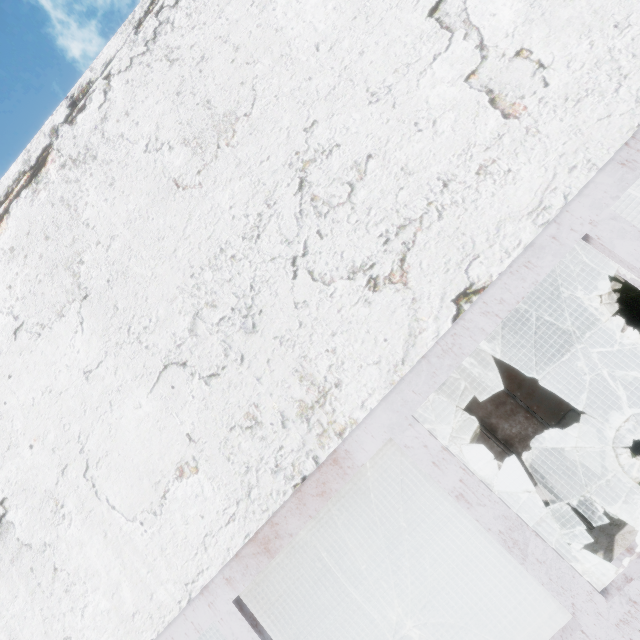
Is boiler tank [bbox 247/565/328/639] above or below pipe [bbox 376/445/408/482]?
above

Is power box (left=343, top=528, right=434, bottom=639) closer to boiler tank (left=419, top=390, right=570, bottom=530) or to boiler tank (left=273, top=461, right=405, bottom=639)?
boiler tank (left=273, top=461, right=405, bottom=639)

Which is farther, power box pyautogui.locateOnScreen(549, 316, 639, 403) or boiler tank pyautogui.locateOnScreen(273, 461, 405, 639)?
boiler tank pyautogui.locateOnScreen(273, 461, 405, 639)

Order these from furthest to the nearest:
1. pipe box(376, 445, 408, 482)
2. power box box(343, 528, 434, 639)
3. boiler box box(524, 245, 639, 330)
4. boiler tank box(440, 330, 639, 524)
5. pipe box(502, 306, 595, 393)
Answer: pipe box(376, 445, 408, 482)
boiler box box(524, 245, 639, 330)
power box box(343, 528, 434, 639)
pipe box(502, 306, 595, 393)
boiler tank box(440, 330, 639, 524)

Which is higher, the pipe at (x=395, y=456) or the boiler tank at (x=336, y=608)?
the boiler tank at (x=336, y=608)

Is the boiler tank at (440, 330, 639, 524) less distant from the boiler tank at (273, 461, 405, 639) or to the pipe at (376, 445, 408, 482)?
the boiler tank at (273, 461, 405, 639)

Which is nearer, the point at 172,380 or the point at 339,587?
the point at 172,380

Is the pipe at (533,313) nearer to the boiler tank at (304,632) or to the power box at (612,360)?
the power box at (612,360)
